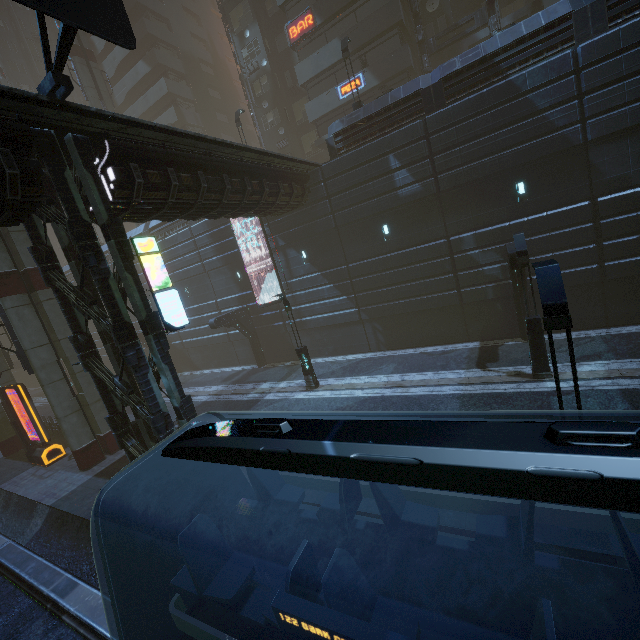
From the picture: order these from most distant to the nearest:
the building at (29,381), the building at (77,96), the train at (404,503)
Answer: the building at (77,96), the building at (29,381), the train at (404,503)

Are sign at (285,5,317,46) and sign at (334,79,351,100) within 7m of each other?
yes

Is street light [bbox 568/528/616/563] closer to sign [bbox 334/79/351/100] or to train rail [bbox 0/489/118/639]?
train rail [bbox 0/489/118/639]

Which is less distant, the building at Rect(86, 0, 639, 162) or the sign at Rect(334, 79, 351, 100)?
the building at Rect(86, 0, 639, 162)

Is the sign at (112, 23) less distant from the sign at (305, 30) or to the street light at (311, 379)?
the street light at (311, 379)

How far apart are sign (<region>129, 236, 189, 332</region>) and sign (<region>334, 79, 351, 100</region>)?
22.69m

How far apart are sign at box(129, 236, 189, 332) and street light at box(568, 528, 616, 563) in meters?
10.2

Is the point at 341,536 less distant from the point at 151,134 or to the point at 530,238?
the point at 151,134
